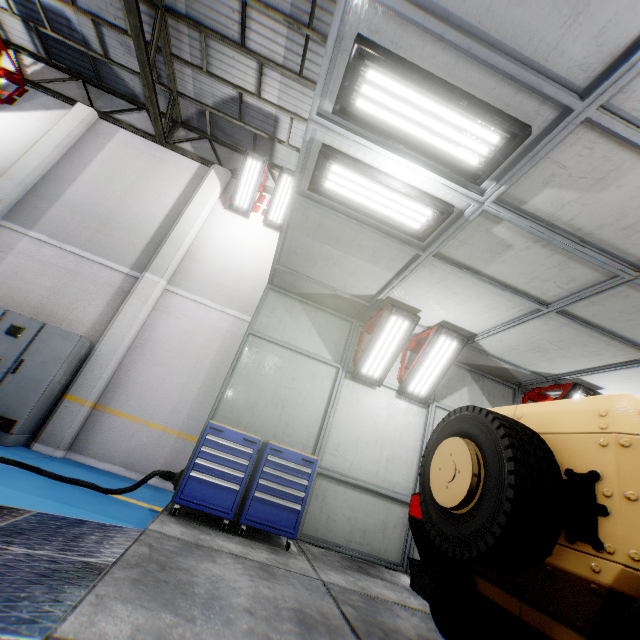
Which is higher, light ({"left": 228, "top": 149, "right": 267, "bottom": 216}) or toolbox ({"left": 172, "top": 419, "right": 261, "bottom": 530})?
→ light ({"left": 228, "top": 149, "right": 267, "bottom": 216})

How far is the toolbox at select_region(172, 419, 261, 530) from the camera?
4.2m

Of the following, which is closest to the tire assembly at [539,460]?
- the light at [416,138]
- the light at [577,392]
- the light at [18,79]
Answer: the light at [416,138]

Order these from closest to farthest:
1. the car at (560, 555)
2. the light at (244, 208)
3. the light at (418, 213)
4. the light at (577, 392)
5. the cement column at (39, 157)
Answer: the car at (560, 555)
the light at (418, 213)
the light at (577, 392)
the cement column at (39, 157)
the light at (244, 208)

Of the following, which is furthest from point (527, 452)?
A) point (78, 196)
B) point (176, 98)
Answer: point (176, 98)

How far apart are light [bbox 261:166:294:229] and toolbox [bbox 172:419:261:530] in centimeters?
581cm

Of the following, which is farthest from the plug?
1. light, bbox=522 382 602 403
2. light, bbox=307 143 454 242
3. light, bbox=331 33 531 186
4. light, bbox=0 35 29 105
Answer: light, bbox=522 382 602 403

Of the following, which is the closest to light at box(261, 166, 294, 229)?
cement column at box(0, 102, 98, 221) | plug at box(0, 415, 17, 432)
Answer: cement column at box(0, 102, 98, 221)
